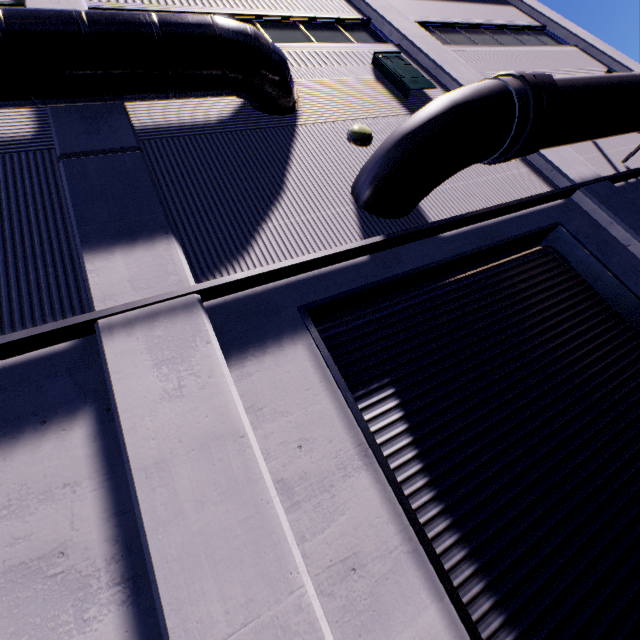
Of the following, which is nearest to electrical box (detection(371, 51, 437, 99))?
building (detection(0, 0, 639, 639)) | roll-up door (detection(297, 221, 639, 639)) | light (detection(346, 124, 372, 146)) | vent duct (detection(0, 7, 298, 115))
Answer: building (detection(0, 0, 639, 639))

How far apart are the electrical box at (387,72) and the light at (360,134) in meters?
1.9

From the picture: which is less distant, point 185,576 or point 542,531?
point 185,576

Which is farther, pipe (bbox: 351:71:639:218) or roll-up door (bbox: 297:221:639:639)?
pipe (bbox: 351:71:639:218)

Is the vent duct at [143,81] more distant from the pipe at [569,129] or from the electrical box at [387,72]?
the electrical box at [387,72]

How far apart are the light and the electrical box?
1.87m

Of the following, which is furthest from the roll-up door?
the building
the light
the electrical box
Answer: the electrical box

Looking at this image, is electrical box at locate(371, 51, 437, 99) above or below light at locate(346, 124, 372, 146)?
above
